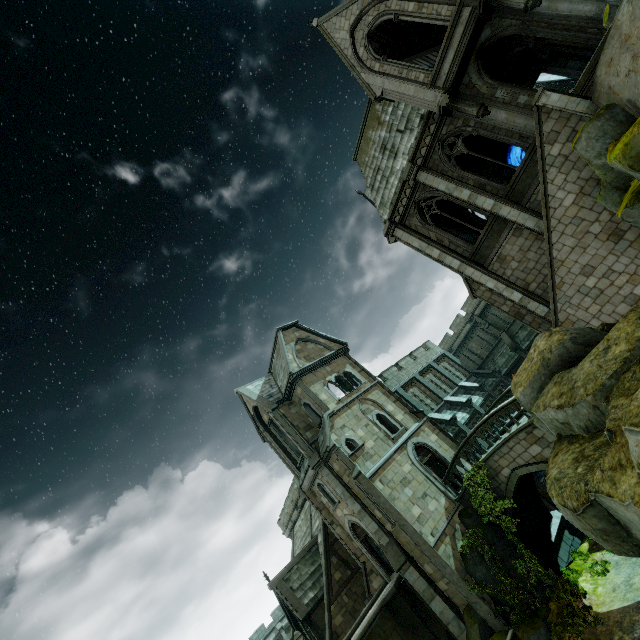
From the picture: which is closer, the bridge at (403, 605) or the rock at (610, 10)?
the rock at (610, 10)

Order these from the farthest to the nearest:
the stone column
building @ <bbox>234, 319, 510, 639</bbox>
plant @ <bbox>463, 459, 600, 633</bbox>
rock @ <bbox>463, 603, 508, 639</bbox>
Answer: the stone column, building @ <bbox>234, 319, 510, 639</bbox>, rock @ <bbox>463, 603, 508, 639</bbox>, plant @ <bbox>463, 459, 600, 633</bbox>

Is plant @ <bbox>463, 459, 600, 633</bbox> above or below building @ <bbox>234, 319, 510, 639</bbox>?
below

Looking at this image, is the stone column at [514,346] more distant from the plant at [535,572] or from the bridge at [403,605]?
the bridge at [403,605]

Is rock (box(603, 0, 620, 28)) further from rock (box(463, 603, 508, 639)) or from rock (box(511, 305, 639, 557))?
rock (box(463, 603, 508, 639))

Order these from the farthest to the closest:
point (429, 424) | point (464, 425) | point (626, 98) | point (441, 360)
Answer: point (441, 360)
point (464, 425)
point (429, 424)
point (626, 98)

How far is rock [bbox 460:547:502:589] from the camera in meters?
15.6 m

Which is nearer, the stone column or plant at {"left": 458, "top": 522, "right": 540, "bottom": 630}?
plant at {"left": 458, "top": 522, "right": 540, "bottom": 630}
